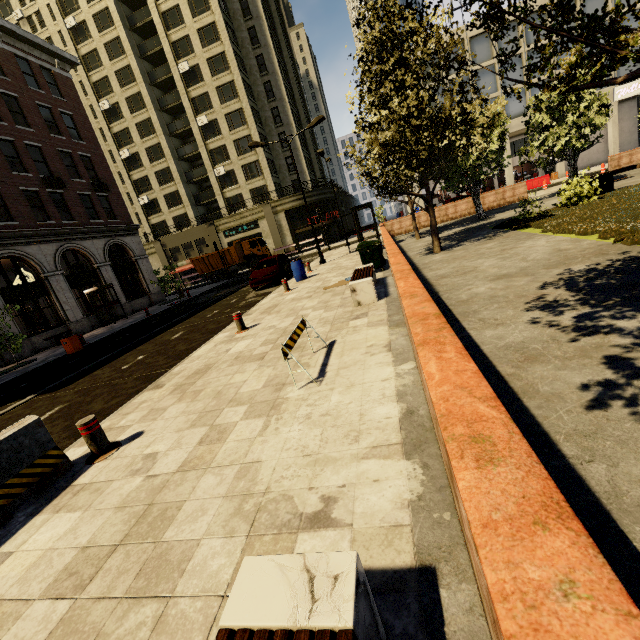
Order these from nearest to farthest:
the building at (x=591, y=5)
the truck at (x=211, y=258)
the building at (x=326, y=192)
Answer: the building at (x=591, y=5) < the truck at (x=211, y=258) < the building at (x=326, y=192)

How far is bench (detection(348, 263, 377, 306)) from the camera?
7.9 meters

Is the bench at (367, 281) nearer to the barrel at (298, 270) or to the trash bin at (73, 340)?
the barrel at (298, 270)

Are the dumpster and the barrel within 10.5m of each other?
yes

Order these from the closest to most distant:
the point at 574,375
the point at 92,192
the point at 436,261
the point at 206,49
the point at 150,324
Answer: the point at 574,375
the point at 436,261
the point at 150,324
the point at 92,192
the point at 206,49

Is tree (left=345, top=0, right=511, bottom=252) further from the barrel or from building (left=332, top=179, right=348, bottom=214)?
the barrel

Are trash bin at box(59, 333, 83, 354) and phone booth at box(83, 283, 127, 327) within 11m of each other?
yes

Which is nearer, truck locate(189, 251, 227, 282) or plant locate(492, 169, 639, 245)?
plant locate(492, 169, 639, 245)
